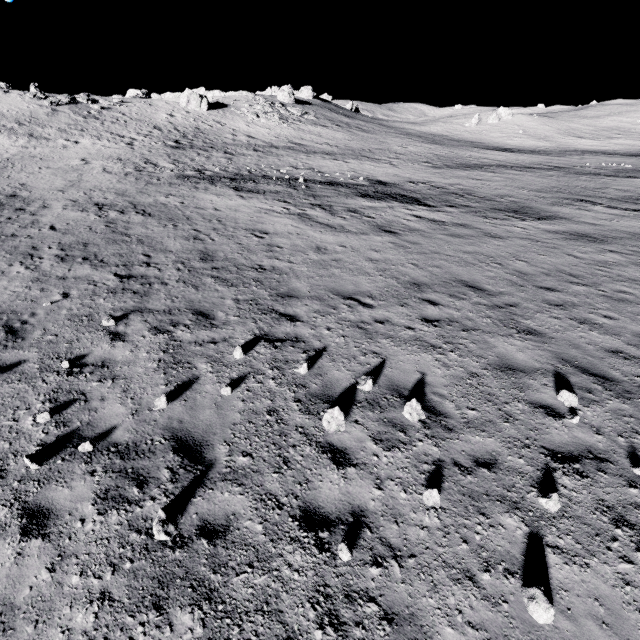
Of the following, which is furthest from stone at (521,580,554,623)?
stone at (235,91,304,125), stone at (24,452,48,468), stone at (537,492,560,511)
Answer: stone at (235,91,304,125)

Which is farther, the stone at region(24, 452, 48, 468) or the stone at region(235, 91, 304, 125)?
the stone at region(235, 91, 304, 125)

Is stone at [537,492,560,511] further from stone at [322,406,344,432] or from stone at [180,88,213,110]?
Result: stone at [180,88,213,110]

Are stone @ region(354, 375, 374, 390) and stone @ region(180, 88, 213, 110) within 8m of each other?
no

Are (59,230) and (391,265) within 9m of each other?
no

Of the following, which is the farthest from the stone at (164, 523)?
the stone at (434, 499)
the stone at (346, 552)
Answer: the stone at (434, 499)

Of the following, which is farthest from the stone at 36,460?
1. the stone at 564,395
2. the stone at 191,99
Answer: the stone at 191,99

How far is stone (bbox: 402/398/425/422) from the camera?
5.7m
